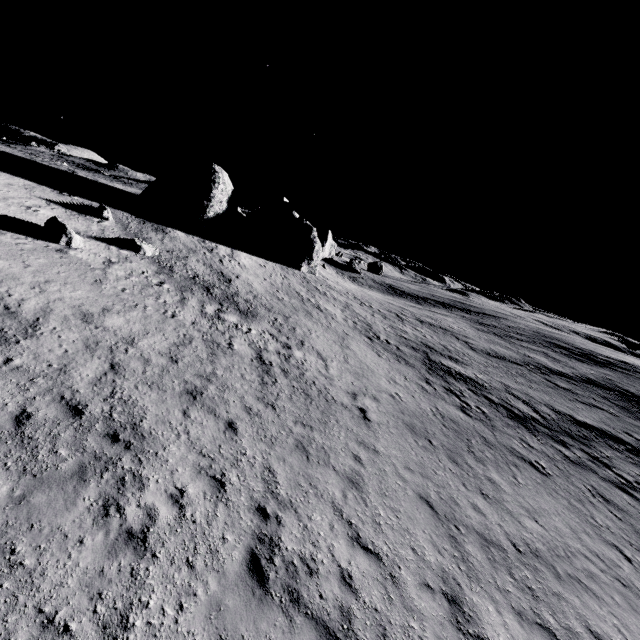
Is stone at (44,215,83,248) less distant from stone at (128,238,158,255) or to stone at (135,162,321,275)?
stone at (128,238,158,255)

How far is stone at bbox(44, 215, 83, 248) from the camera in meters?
16.5 m

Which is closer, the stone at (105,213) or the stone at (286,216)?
the stone at (105,213)

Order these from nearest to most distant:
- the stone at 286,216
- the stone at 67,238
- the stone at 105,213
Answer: the stone at 67,238 → the stone at 105,213 → the stone at 286,216

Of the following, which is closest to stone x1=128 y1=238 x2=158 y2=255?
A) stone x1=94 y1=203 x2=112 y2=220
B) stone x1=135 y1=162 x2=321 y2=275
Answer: stone x1=94 y1=203 x2=112 y2=220

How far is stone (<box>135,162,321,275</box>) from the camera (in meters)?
29.95

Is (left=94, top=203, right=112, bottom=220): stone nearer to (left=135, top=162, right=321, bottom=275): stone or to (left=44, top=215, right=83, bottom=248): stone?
(left=44, top=215, right=83, bottom=248): stone

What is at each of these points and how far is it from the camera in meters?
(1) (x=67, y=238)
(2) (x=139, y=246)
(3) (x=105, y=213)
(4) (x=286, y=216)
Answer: (1) stone, 16.9
(2) stone, 20.9
(3) stone, 22.7
(4) stone, 37.4
